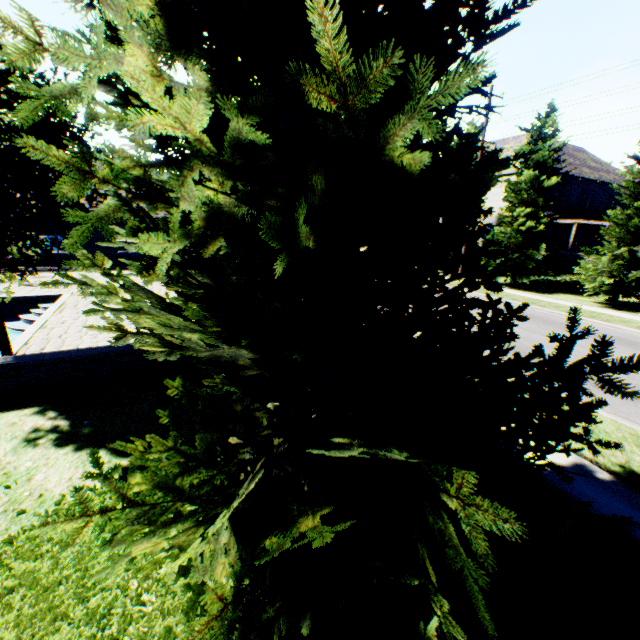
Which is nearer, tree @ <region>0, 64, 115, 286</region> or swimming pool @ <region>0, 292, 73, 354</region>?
tree @ <region>0, 64, 115, 286</region>

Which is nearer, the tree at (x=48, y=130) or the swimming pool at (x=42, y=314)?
the tree at (x=48, y=130)

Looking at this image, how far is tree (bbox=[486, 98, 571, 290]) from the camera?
18.9 meters

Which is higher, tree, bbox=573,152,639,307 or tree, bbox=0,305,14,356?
tree, bbox=573,152,639,307

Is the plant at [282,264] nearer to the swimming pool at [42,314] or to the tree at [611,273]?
the tree at [611,273]

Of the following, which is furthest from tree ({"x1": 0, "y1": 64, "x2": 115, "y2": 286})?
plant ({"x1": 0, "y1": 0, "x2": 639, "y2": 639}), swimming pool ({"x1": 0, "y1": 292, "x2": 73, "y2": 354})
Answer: plant ({"x1": 0, "y1": 0, "x2": 639, "y2": 639})

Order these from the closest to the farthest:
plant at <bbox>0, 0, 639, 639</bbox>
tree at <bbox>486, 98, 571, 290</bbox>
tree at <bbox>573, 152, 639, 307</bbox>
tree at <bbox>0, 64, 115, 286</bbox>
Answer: plant at <bbox>0, 0, 639, 639</bbox> < tree at <bbox>0, 64, 115, 286</bbox> < tree at <bbox>573, 152, 639, 307</bbox> < tree at <bbox>486, 98, 571, 290</bbox>

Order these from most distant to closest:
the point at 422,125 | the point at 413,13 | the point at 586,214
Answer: the point at 586,214 < the point at 413,13 < the point at 422,125
